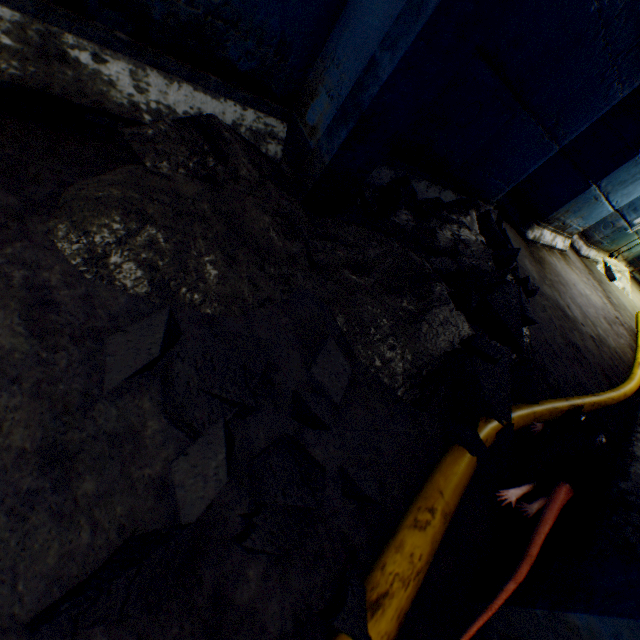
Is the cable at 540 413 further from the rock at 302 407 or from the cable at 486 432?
the rock at 302 407

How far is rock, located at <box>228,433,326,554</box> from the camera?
0.48m

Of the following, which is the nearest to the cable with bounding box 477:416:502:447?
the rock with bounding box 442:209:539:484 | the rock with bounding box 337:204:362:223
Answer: the rock with bounding box 442:209:539:484

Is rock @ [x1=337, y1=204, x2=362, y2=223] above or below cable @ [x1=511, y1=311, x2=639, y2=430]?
above

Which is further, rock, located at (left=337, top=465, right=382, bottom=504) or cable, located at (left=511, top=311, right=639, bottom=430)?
cable, located at (left=511, top=311, right=639, bottom=430)

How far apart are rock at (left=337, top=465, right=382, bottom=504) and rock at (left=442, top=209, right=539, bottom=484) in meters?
0.4 m

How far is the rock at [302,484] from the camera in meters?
0.5 m

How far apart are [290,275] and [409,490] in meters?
0.6 m
